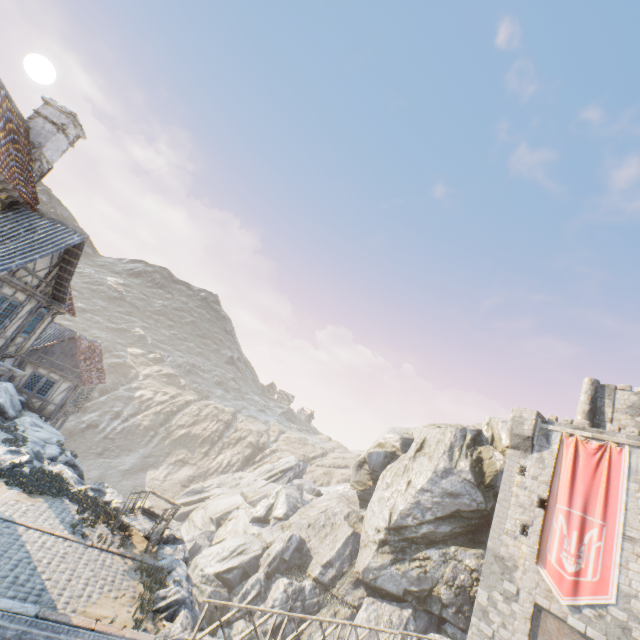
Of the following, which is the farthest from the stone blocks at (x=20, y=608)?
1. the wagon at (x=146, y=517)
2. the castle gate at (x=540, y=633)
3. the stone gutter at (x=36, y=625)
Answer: the castle gate at (x=540, y=633)

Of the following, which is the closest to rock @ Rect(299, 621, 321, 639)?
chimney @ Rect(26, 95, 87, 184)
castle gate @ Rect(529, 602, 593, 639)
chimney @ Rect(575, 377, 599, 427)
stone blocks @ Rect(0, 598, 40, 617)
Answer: stone blocks @ Rect(0, 598, 40, 617)

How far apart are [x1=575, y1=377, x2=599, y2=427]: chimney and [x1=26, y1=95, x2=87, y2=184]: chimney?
36.30m

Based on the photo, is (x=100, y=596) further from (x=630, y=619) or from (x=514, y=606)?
(x=630, y=619)

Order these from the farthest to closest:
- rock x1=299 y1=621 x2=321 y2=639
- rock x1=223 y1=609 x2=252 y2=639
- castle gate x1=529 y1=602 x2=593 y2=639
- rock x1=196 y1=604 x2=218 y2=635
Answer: rock x1=299 y1=621 x2=321 y2=639
rock x1=223 y1=609 x2=252 y2=639
castle gate x1=529 y1=602 x2=593 y2=639
rock x1=196 y1=604 x2=218 y2=635

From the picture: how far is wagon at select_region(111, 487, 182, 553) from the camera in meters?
12.6

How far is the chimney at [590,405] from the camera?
24.19m

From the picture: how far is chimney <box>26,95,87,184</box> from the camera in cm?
1399
